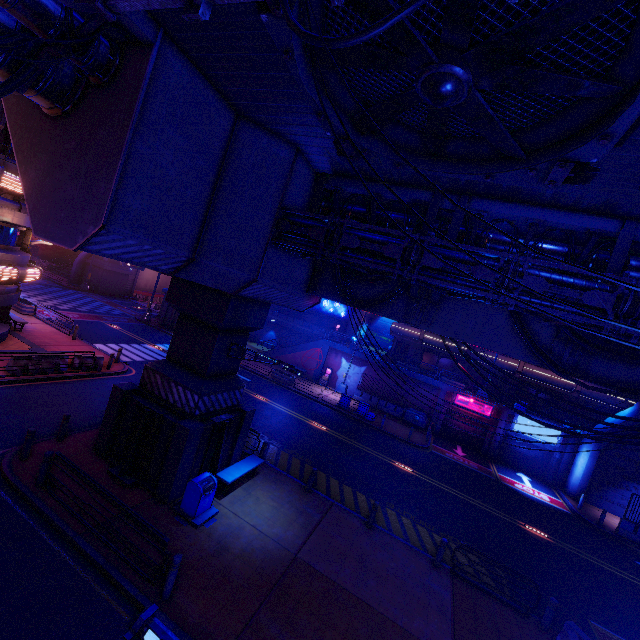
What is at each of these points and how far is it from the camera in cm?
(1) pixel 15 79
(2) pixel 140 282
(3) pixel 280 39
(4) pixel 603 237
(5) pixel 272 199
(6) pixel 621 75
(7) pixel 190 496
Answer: (1) cable, 671
(2) tunnel, 5228
(3) vent, 472
(4) walkway, 925
(5) walkway, 1051
(6) vent, 413
(7) trash can, 1046

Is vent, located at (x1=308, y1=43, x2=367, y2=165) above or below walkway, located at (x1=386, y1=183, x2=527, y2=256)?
below

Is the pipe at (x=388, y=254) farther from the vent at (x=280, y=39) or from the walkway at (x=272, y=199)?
the vent at (x=280, y=39)

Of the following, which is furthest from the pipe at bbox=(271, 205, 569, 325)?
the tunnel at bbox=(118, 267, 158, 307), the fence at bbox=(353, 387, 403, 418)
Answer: the tunnel at bbox=(118, 267, 158, 307)

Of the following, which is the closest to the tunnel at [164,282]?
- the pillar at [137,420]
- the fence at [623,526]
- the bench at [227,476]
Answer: the pillar at [137,420]

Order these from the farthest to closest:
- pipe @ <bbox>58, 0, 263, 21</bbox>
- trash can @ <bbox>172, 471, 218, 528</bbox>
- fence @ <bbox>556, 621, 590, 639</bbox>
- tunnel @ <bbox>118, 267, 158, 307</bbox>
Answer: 1. tunnel @ <bbox>118, 267, 158, 307</bbox>
2. trash can @ <bbox>172, 471, 218, 528</bbox>
3. fence @ <bbox>556, 621, 590, 639</bbox>
4. pipe @ <bbox>58, 0, 263, 21</bbox>

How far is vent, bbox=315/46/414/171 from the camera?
5.7 meters

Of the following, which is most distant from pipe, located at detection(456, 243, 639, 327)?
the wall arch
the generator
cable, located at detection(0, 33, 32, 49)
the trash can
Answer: the wall arch
